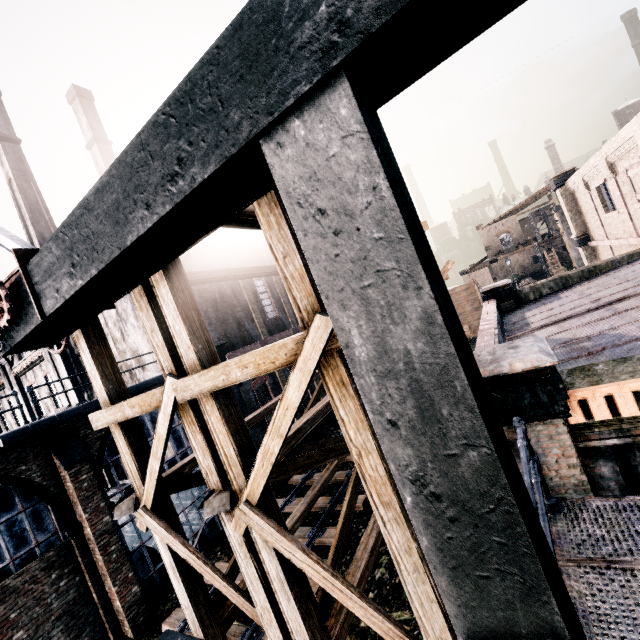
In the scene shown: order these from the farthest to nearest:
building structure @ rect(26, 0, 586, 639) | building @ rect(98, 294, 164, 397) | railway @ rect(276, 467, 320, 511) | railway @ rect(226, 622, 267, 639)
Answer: railway @ rect(276, 467, 320, 511)
building @ rect(98, 294, 164, 397)
railway @ rect(226, 622, 267, 639)
building structure @ rect(26, 0, 586, 639)

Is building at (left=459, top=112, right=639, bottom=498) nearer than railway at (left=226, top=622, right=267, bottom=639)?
Yes

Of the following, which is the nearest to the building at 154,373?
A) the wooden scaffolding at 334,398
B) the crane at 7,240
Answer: the wooden scaffolding at 334,398

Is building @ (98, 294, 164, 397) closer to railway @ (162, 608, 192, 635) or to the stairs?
the stairs

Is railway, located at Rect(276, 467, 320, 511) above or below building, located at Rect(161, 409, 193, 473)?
below

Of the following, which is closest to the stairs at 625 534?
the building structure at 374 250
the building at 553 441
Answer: the building structure at 374 250

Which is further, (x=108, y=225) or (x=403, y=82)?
(x=108, y=225)

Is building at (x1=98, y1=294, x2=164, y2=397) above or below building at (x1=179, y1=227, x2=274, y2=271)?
below
